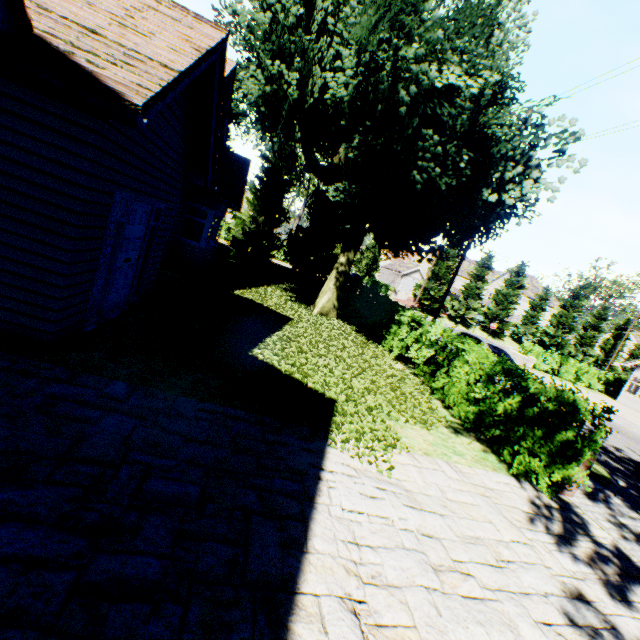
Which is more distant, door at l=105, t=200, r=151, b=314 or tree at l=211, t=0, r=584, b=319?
tree at l=211, t=0, r=584, b=319

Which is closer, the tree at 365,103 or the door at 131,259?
the door at 131,259

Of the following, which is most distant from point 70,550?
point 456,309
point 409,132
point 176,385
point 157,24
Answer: point 456,309

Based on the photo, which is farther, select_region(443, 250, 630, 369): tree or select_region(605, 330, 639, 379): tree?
select_region(605, 330, 639, 379): tree

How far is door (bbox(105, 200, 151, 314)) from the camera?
5.8 meters

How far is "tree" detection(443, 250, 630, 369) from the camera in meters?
44.3

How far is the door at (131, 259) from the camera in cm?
577

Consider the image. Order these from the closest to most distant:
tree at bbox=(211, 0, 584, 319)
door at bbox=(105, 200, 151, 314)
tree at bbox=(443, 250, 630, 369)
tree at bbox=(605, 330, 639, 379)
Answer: door at bbox=(105, 200, 151, 314) < tree at bbox=(211, 0, 584, 319) < tree at bbox=(443, 250, 630, 369) < tree at bbox=(605, 330, 639, 379)
